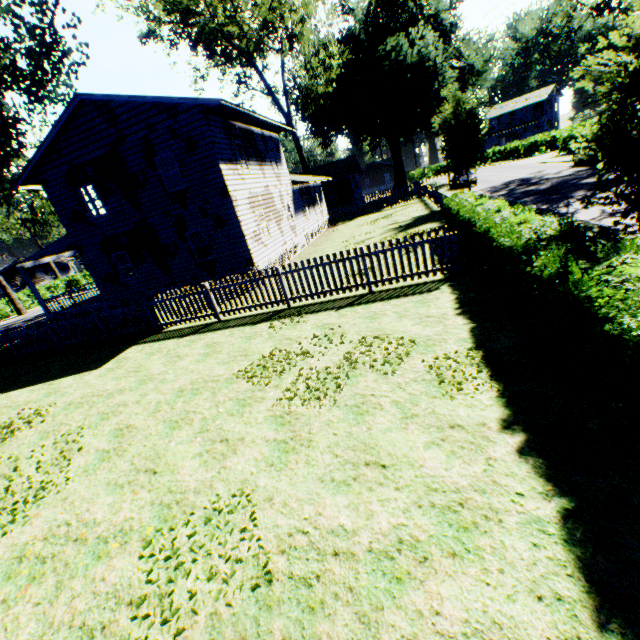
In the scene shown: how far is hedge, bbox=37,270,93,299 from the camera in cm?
4181

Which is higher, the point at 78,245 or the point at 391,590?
the point at 78,245

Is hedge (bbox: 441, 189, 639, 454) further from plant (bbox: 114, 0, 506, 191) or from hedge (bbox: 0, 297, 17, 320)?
hedge (bbox: 0, 297, 17, 320)

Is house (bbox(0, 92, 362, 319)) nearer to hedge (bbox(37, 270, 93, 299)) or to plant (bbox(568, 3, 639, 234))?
plant (bbox(568, 3, 639, 234))

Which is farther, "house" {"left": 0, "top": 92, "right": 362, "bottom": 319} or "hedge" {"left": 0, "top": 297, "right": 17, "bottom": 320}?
"hedge" {"left": 0, "top": 297, "right": 17, "bottom": 320}

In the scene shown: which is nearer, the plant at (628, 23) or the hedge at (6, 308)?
the plant at (628, 23)

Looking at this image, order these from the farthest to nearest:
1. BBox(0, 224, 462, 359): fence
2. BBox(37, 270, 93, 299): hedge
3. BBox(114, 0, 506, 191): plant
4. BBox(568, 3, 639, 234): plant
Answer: BBox(37, 270, 93, 299): hedge
BBox(114, 0, 506, 191): plant
BBox(0, 224, 462, 359): fence
BBox(568, 3, 639, 234): plant

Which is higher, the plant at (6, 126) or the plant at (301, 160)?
the plant at (6, 126)
